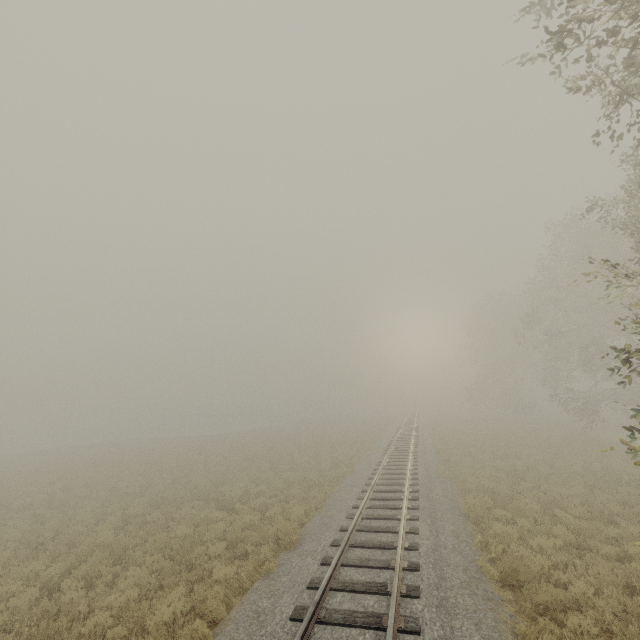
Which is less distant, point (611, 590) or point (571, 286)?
point (611, 590)
